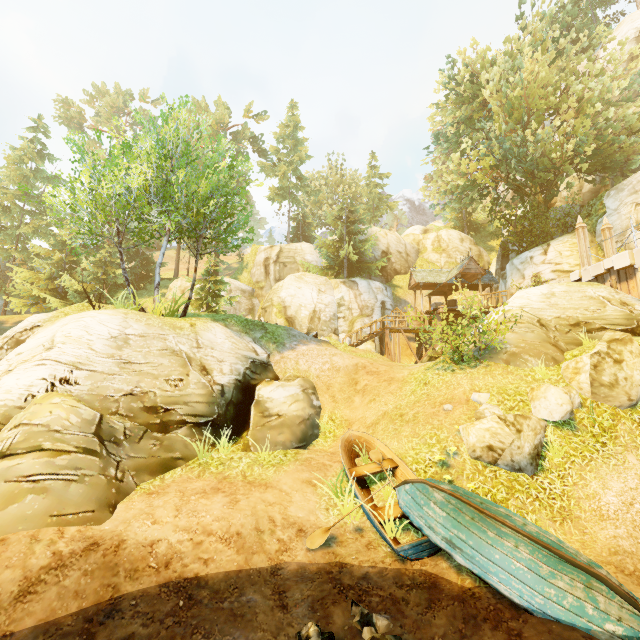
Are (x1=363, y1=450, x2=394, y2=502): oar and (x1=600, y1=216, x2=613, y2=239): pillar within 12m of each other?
no

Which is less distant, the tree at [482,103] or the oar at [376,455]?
the oar at [376,455]

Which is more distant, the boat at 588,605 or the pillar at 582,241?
the pillar at 582,241

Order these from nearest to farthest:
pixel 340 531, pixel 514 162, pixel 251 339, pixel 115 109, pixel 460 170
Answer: pixel 340 531
pixel 251 339
pixel 514 162
pixel 460 170
pixel 115 109

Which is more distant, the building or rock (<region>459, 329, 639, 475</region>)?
the building

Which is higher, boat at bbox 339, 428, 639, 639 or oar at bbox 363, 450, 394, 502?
oar at bbox 363, 450, 394, 502

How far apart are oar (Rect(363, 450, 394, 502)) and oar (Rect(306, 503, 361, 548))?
0.3m

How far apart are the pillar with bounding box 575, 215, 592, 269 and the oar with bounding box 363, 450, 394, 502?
14.07m
